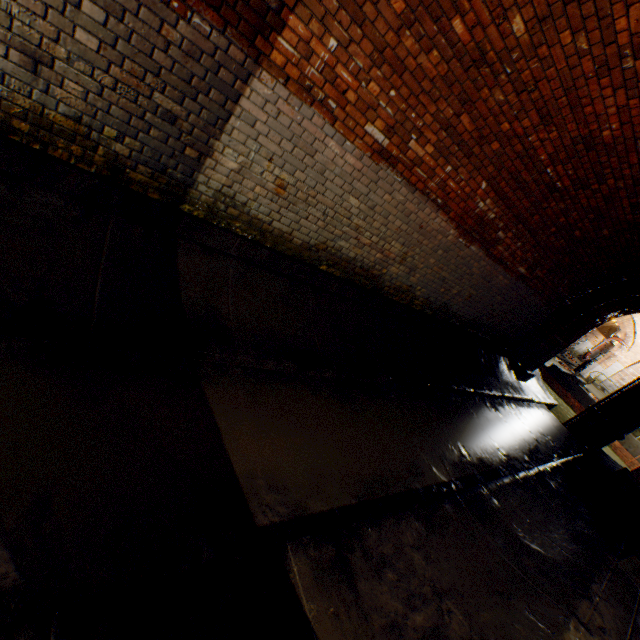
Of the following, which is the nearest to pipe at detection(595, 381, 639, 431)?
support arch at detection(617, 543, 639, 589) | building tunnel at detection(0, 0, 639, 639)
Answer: building tunnel at detection(0, 0, 639, 639)

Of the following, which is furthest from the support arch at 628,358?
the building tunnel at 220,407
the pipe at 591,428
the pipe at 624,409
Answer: the building tunnel at 220,407

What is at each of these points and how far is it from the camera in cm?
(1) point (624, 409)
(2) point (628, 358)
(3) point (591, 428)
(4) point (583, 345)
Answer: (1) pipe, 1080
(2) support arch, 1880
(3) pipe, 1132
(4) building tunnel, 3062

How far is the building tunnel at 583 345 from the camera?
27.16m

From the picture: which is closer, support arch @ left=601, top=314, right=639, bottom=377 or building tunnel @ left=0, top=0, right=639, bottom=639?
building tunnel @ left=0, top=0, right=639, bottom=639

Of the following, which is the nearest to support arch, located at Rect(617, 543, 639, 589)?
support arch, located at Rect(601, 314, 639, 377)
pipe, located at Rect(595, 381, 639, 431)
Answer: pipe, located at Rect(595, 381, 639, 431)

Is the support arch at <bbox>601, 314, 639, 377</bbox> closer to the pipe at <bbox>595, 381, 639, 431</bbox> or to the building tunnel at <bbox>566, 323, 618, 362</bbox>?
the building tunnel at <bbox>566, 323, 618, 362</bbox>

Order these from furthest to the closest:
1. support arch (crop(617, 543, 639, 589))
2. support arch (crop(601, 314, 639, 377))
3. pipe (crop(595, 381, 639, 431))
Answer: support arch (crop(601, 314, 639, 377))
pipe (crop(595, 381, 639, 431))
support arch (crop(617, 543, 639, 589))
